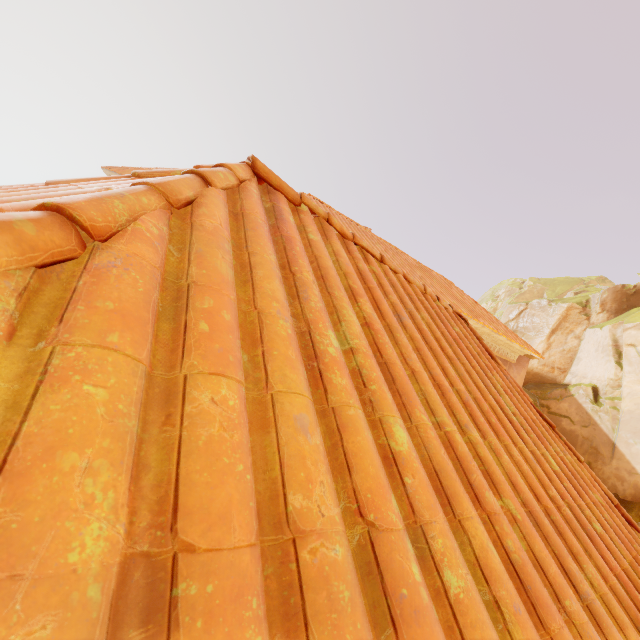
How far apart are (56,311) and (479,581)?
1.5m
